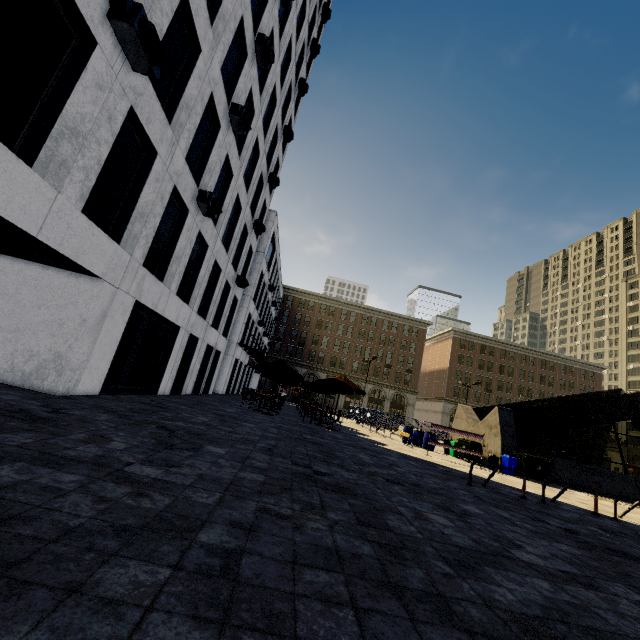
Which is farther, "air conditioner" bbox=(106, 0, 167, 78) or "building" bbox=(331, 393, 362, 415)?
"building" bbox=(331, 393, 362, 415)

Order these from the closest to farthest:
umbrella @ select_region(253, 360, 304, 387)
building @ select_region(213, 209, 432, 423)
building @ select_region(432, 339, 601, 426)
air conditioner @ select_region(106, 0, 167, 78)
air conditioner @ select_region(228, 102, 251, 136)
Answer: air conditioner @ select_region(106, 0, 167, 78)
air conditioner @ select_region(228, 102, 251, 136)
umbrella @ select_region(253, 360, 304, 387)
building @ select_region(213, 209, 432, 423)
building @ select_region(432, 339, 601, 426)

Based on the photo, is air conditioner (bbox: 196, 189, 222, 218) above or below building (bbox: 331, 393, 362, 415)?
above

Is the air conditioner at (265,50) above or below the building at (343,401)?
above

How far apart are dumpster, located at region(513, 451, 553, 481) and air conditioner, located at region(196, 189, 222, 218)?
17.4m

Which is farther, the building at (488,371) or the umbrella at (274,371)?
the building at (488,371)

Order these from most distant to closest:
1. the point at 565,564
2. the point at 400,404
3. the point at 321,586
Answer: the point at 400,404
the point at 565,564
the point at 321,586

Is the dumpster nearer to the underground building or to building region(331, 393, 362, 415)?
the underground building
